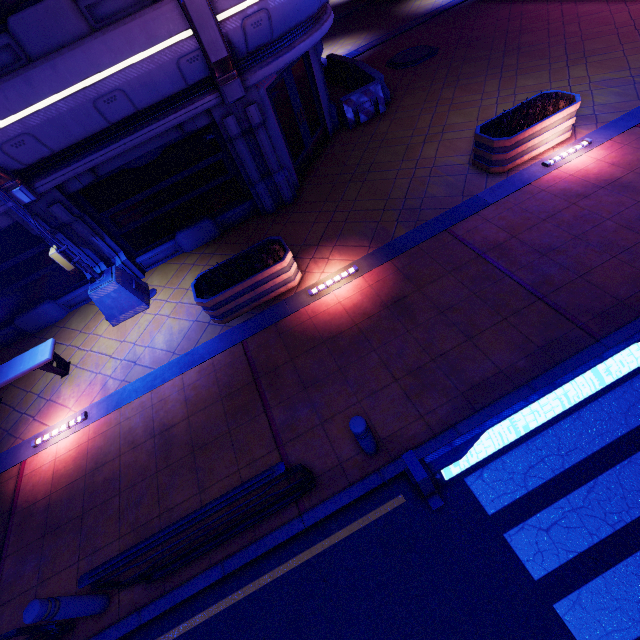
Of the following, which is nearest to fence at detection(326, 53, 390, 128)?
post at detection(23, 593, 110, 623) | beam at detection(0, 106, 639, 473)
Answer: beam at detection(0, 106, 639, 473)

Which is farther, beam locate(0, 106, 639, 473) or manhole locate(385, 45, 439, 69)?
manhole locate(385, 45, 439, 69)

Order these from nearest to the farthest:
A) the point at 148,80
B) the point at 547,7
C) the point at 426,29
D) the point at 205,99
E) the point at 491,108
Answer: the point at 148,80 < the point at 205,99 < the point at 491,108 < the point at 547,7 < the point at 426,29

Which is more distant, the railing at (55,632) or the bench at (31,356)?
the bench at (31,356)

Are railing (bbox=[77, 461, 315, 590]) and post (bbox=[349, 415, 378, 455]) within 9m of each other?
yes

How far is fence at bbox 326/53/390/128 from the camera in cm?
1078

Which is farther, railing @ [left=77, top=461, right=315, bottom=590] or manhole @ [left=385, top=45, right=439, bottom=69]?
manhole @ [left=385, top=45, right=439, bottom=69]

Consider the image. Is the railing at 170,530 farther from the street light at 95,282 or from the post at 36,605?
the street light at 95,282
